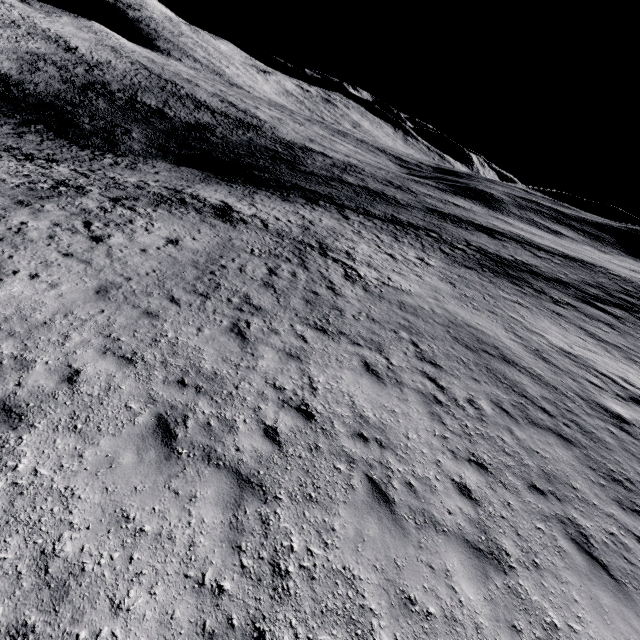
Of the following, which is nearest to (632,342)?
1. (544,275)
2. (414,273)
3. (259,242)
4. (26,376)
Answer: (544,275)
